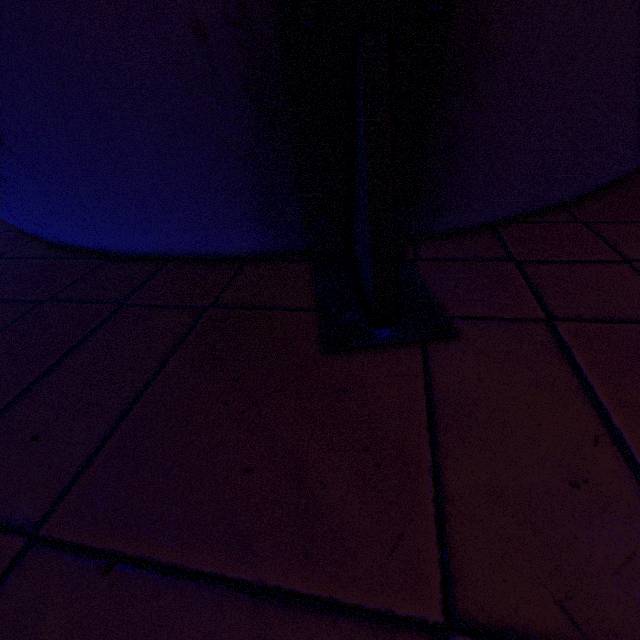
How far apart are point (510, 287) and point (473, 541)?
1.0m
